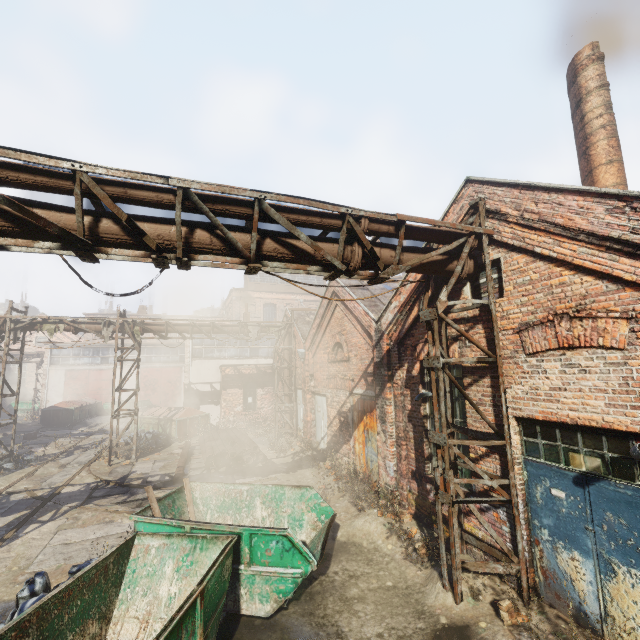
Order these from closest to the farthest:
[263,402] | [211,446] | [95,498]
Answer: [95,498] → [211,446] → [263,402]

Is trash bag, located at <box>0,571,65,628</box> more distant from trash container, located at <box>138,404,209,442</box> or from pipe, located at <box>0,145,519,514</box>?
trash container, located at <box>138,404,209,442</box>

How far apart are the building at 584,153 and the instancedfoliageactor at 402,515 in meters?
7.6

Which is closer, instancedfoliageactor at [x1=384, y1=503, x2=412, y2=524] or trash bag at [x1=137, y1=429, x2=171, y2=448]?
instancedfoliageactor at [x1=384, y1=503, x2=412, y2=524]

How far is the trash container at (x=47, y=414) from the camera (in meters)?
24.12

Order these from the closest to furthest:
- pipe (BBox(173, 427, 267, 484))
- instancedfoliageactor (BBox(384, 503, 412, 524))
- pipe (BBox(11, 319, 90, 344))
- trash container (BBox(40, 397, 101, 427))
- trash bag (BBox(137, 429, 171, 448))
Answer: instancedfoliageactor (BBox(384, 503, 412, 524)) < pipe (BBox(173, 427, 267, 484)) < pipe (BBox(11, 319, 90, 344)) < trash bag (BBox(137, 429, 171, 448)) < trash container (BBox(40, 397, 101, 427))

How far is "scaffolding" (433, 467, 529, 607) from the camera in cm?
515

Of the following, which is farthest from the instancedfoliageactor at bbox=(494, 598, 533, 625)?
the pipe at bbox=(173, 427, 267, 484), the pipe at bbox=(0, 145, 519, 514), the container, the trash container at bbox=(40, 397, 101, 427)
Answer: the trash container at bbox=(40, 397, 101, 427)
